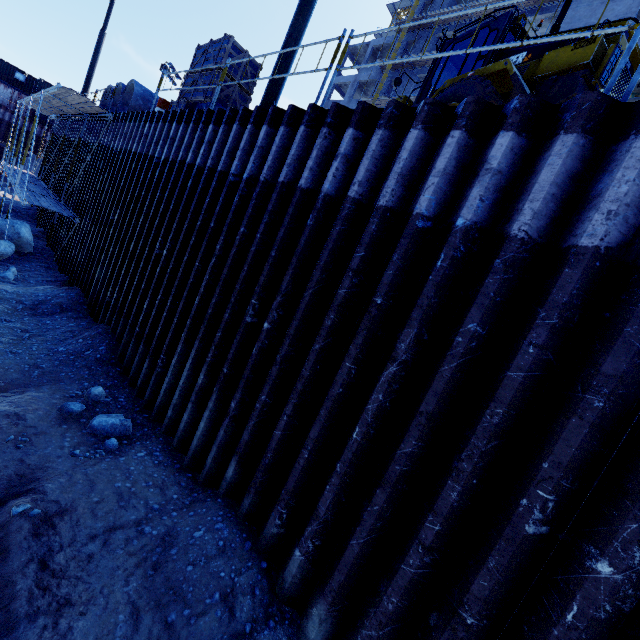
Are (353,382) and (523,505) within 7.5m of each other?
yes

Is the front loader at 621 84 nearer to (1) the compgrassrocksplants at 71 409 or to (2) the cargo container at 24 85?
(1) the compgrassrocksplants at 71 409

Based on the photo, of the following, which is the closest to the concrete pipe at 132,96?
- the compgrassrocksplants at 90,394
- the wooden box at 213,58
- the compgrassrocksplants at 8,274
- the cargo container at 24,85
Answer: the wooden box at 213,58

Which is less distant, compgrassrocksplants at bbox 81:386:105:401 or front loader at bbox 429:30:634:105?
front loader at bbox 429:30:634:105

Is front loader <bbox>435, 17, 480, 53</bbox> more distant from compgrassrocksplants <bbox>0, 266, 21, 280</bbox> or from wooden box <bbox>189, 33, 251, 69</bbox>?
compgrassrocksplants <bbox>0, 266, 21, 280</bbox>

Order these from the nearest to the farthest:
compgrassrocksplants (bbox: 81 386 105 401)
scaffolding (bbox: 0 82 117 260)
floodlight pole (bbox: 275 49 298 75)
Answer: compgrassrocksplants (bbox: 81 386 105 401) < floodlight pole (bbox: 275 49 298 75) < scaffolding (bbox: 0 82 117 260)

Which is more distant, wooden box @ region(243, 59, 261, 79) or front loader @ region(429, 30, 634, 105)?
wooden box @ region(243, 59, 261, 79)

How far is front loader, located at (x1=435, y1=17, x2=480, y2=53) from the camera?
7.3 meters
